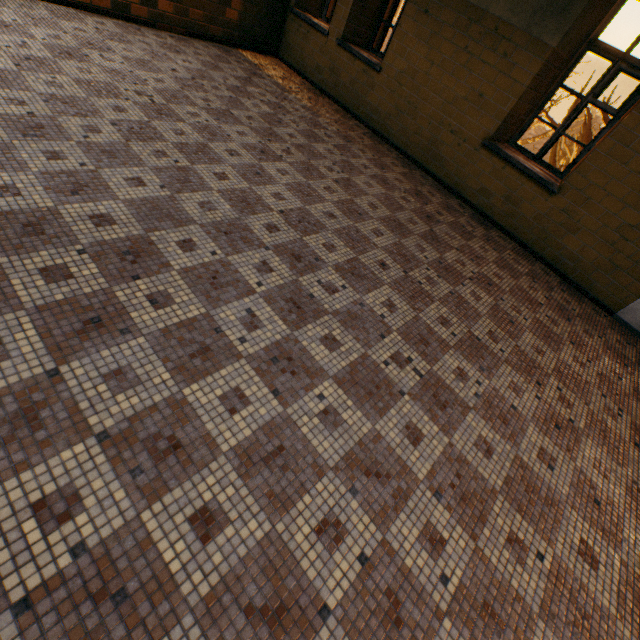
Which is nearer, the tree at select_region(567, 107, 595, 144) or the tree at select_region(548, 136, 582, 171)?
the tree at select_region(567, 107, 595, 144)

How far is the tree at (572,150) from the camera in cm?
1691

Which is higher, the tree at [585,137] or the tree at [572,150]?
the tree at [585,137]

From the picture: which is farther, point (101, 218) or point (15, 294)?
point (101, 218)

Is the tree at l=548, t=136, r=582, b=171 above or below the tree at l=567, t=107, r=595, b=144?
below

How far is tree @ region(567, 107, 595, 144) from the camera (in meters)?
15.74

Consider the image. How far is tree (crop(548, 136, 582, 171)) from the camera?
16.9 meters
